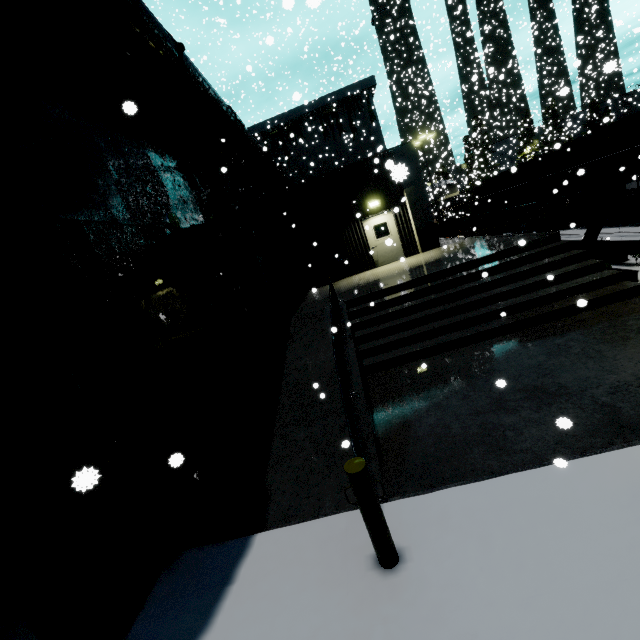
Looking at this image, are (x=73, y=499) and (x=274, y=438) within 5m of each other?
yes

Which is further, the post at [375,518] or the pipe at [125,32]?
the pipe at [125,32]

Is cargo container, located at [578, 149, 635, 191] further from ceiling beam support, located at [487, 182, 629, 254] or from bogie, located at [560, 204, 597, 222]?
ceiling beam support, located at [487, 182, 629, 254]

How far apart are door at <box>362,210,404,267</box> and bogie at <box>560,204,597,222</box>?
8.8m

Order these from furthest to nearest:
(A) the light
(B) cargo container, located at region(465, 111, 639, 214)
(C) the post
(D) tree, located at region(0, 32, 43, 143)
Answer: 1. (B) cargo container, located at region(465, 111, 639, 214)
2. (A) the light
3. (D) tree, located at region(0, 32, 43, 143)
4. (C) the post

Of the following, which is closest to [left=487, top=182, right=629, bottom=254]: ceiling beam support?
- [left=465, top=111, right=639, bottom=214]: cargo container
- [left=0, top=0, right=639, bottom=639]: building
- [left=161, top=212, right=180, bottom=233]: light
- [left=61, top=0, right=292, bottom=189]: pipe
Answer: [left=0, top=0, right=639, bottom=639]: building

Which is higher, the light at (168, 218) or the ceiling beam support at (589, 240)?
the light at (168, 218)

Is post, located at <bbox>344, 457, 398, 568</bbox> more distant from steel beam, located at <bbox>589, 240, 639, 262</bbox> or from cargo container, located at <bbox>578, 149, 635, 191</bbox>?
steel beam, located at <bbox>589, 240, 639, 262</bbox>
